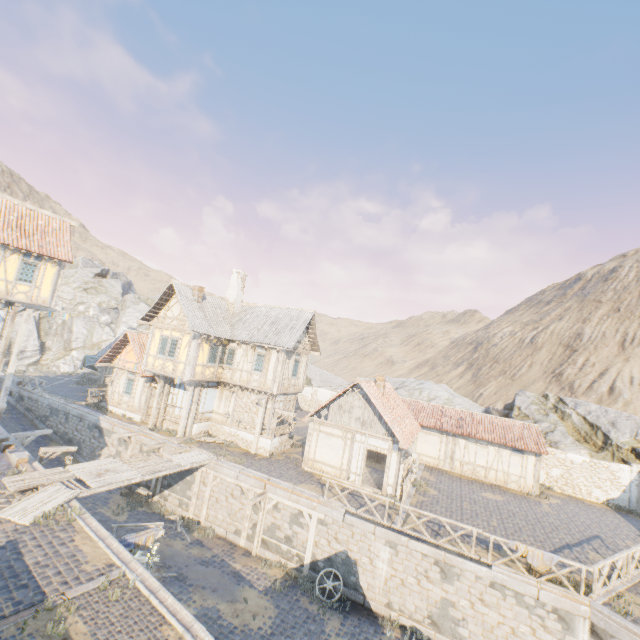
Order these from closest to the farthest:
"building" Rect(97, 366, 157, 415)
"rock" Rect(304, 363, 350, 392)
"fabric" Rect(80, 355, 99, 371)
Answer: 1. "building" Rect(97, 366, 157, 415)
2. "fabric" Rect(80, 355, 99, 371)
3. "rock" Rect(304, 363, 350, 392)

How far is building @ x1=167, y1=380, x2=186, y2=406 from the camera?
22.3 meters

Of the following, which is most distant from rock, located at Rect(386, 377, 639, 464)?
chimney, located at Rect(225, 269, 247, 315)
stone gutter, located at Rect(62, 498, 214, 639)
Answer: stone gutter, located at Rect(62, 498, 214, 639)

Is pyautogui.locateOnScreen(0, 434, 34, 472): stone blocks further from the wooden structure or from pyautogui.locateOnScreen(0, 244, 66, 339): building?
pyautogui.locateOnScreen(0, 244, 66, 339): building

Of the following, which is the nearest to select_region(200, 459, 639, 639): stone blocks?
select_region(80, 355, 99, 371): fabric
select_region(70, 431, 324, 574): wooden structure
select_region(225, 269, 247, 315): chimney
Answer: select_region(70, 431, 324, 574): wooden structure

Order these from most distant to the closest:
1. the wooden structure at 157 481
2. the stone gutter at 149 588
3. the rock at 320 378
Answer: the rock at 320 378, the wooden structure at 157 481, the stone gutter at 149 588

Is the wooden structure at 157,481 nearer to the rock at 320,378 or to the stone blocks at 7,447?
the stone blocks at 7,447

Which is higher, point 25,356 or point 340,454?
point 340,454
